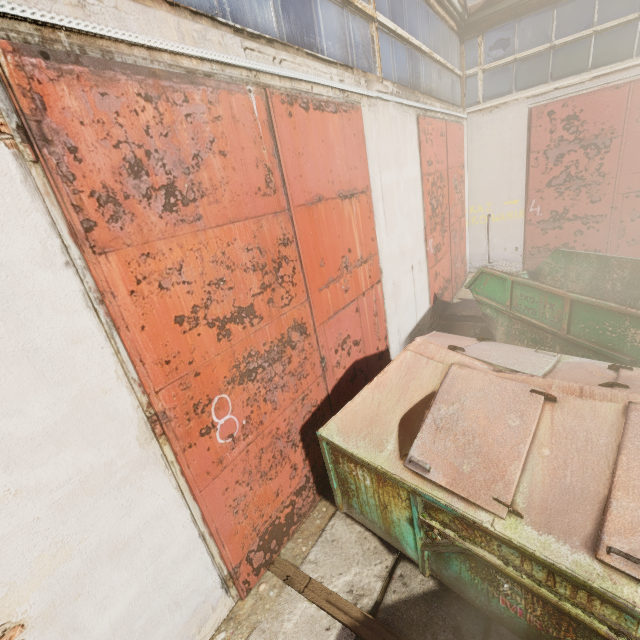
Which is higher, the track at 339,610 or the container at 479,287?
the container at 479,287

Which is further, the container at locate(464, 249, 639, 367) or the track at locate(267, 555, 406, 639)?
the container at locate(464, 249, 639, 367)

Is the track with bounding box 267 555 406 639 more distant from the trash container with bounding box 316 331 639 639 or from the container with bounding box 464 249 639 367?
the container with bounding box 464 249 639 367

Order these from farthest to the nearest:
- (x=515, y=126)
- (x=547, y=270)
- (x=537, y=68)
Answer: (x=515, y=126), (x=537, y=68), (x=547, y=270)

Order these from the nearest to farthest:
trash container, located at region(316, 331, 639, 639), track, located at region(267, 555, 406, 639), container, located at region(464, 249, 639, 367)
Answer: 1. trash container, located at region(316, 331, 639, 639)
2. track, located at region(267, 555, 406, 639)
3. container, located at region(464, 249, 639, 367)

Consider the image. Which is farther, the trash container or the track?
the track

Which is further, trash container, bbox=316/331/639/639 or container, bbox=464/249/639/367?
container, bbox=464/249/639/367

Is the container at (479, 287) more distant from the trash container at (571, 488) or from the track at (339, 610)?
the track at (339, 610)
